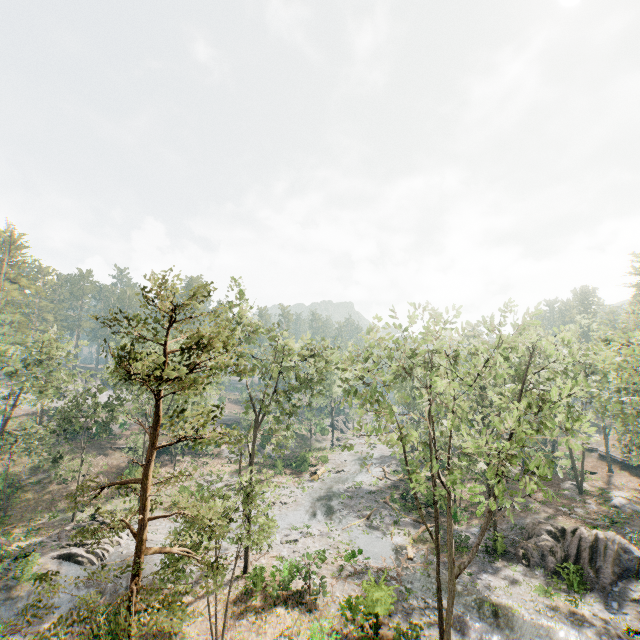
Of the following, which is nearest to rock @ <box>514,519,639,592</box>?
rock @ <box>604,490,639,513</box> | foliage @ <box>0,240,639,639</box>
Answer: foliage @ <box>0,240,639,639</box>

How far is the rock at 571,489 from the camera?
36.5m

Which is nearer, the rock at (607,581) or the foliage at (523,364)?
the foliage at (523,364)

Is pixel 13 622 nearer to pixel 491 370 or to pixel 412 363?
pixel 491 370

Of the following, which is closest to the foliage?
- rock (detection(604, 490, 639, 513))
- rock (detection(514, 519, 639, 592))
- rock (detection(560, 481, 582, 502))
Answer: rock (detection(560, 481, 582, 502))

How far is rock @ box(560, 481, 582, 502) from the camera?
36.5 meters

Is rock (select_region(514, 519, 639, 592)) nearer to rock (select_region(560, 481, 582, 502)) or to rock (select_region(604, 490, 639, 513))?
rock (select_region(604, 490, 639, 513))

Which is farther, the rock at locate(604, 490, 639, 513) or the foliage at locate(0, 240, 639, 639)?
the rock at locate(604, 490, 639, 513)
